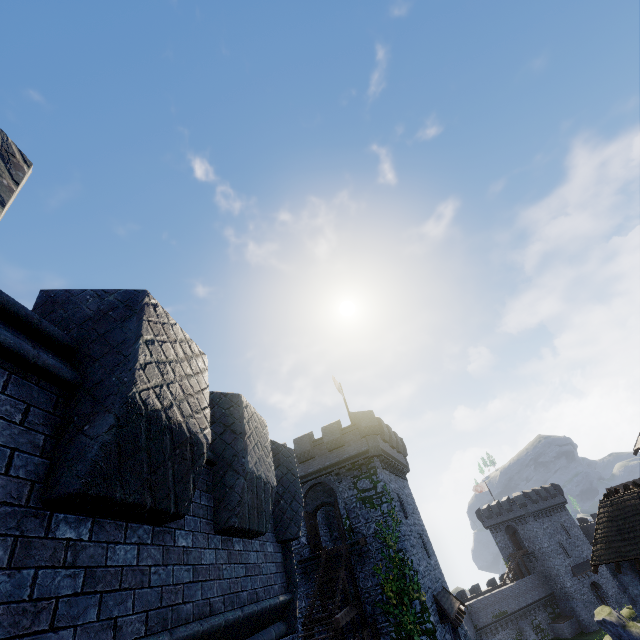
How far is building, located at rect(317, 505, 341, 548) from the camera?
27.6 meters

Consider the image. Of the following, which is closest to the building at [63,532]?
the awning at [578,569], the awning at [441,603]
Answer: the awning at [441,603]

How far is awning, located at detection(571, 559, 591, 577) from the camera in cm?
4824

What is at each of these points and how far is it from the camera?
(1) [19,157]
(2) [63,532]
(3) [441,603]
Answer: →
(1) building, 2.0m
(2) building, 2.1m
(3) awning, 19.9m

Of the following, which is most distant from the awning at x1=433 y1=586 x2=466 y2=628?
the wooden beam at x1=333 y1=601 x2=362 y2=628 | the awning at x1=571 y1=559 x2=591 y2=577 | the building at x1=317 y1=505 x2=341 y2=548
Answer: the awning at x1=571 y1=559 x2=591 y2=577

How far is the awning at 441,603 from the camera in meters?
18.7 m

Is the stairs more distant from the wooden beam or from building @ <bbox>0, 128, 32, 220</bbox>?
building @ <bbox>0, 128, 32, 220</bbox>

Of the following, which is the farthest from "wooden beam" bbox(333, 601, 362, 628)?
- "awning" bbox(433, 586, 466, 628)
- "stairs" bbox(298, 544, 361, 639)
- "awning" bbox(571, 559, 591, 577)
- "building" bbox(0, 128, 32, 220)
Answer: "awning" bbox(571, 559, 591, 577)
